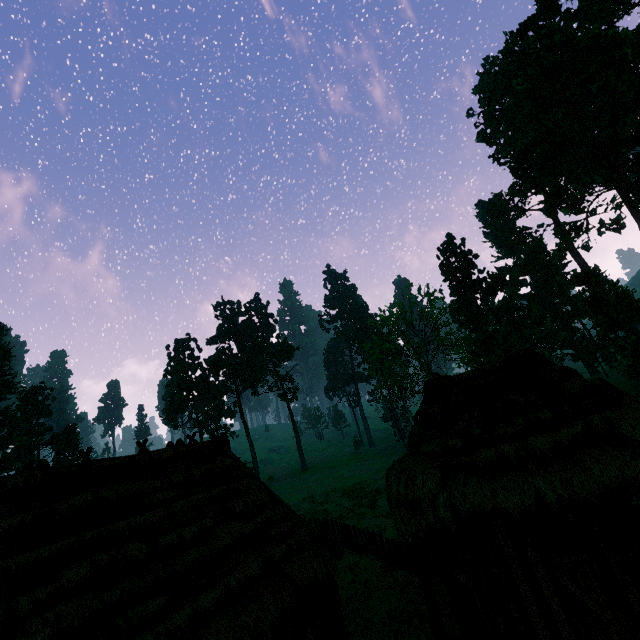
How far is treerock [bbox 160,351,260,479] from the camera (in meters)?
54.28

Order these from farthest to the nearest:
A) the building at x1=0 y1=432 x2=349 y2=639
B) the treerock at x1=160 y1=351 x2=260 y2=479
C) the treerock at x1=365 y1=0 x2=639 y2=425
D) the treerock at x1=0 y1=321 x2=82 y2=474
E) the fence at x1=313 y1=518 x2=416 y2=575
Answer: the treerock at x1=160 y1=351 x2=260 y2=479 < the treerock at x1=0 y1=321 x2=82 y2=474 < the treerock at x1=365 y1=0 x2=639 y2=425 < the fence at x1=313 y1=518 x2=416 y2=575 < the building at x1=0 y1=432 x2=349 y2=639

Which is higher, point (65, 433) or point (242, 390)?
point (242, 390)

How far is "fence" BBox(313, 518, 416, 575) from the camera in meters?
12.4

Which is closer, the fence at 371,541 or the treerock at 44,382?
the fence at 371,541

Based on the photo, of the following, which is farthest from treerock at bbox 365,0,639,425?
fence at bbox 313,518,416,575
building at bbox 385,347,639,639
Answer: fence at bbox 313,518,416,575

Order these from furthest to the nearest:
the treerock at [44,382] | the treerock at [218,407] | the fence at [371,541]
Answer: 1. the treerock at [218,407]
2. the treerock at [44,382]
3. the fence at [371,541]
